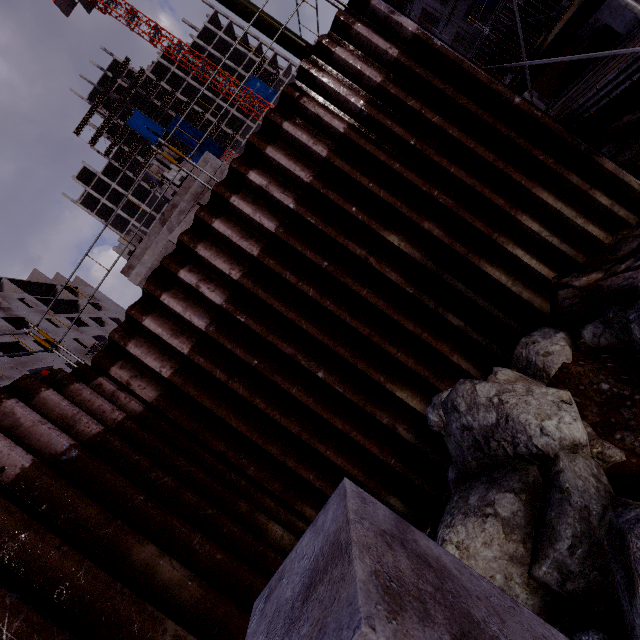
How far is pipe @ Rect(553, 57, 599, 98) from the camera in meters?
14.5 m

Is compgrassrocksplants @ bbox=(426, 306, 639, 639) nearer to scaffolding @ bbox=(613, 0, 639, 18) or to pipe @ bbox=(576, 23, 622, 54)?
scaffolding @ bbox=(613, 0, 639, 18)

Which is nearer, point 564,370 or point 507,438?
point 507,438

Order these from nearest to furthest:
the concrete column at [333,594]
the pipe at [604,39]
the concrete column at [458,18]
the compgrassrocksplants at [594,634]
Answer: the concrete column at [333,594], the compgrassrocksplants at [594,634], the pipe at [604,39], the concrete column at [458,18]

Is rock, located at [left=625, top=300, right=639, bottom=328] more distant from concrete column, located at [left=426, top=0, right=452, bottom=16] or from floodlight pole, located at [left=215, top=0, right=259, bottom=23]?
concrete column, located at [left=426, top=0, right=452, bottom=16]

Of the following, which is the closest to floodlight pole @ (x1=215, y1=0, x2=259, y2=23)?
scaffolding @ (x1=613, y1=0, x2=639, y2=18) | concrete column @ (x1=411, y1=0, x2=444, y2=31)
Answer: scaffolding @ (x1=613, y1=0, x2=639, y2=18)

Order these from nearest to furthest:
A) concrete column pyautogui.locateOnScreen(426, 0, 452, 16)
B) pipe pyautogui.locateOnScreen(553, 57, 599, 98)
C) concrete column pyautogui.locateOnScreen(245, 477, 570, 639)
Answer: concrete column pyautogui.locateOnScreen(245, 477, 570, 639), pipe pyautogui.locateOnScreen(553, 57, 599, 98), concrete column pyautogui.locateOnScreen(426, 0, 452, 16)

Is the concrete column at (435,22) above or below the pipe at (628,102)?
above
